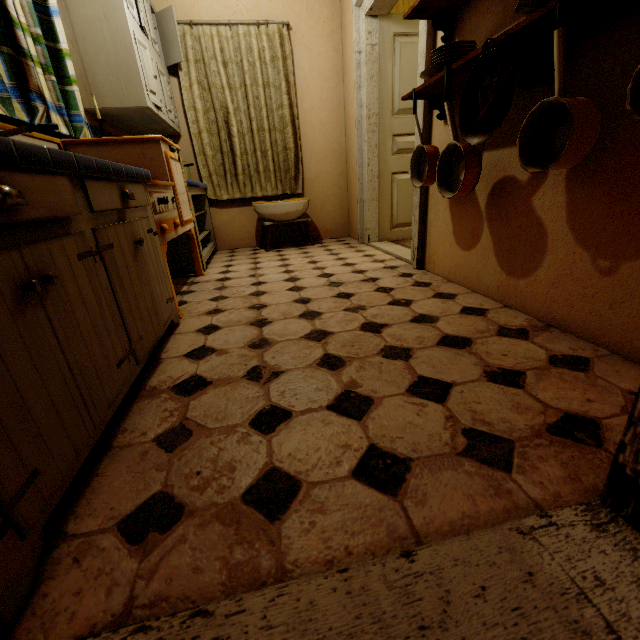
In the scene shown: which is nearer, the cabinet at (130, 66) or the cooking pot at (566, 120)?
the cooking pot at (566, 120)

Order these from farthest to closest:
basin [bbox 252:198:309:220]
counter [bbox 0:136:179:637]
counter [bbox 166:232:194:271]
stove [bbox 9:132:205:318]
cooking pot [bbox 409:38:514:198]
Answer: basin [bbox 252:198:309:220], counter [bbox 166:232:194:271], stove [bbox 9:132:205:318], cooking pot [bbox 409:38:514:198], counter [bbox 0:136:179:637]

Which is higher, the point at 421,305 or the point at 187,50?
the point at 187,50

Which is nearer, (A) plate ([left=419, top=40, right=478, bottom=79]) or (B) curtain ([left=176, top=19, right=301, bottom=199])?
(A) plate ([left=419, top=40, right=478, bottom=79])

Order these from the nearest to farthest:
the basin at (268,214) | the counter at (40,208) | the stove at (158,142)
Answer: the counter at (40,208) → the stove at (158,142) → the basin at (268,214)

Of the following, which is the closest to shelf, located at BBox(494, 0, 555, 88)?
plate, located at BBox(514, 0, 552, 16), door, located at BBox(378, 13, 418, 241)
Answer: plate, located at BBox(514, 0, 552, 16)

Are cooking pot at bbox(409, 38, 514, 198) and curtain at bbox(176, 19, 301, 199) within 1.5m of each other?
no

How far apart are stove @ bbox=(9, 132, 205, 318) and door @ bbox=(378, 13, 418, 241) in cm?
199
